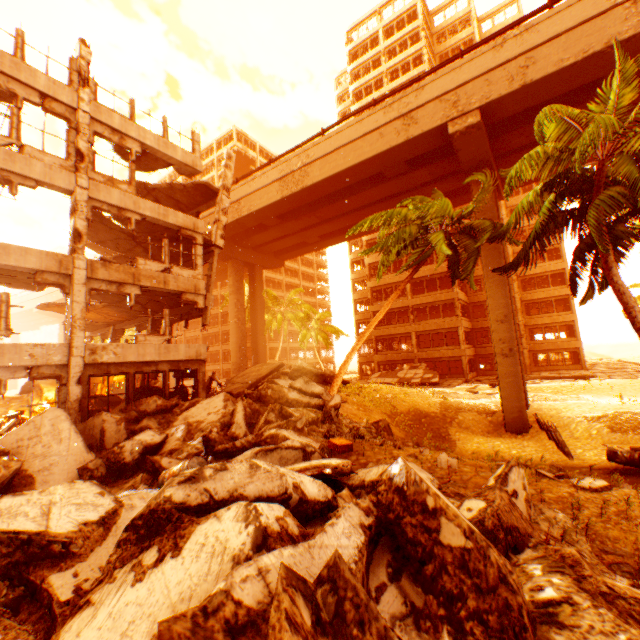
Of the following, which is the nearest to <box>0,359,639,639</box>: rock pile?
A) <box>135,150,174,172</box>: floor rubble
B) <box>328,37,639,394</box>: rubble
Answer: <box>328,37,639,394</box>: rubble

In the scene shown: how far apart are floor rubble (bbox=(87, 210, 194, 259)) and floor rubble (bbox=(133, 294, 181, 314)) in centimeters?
249cm

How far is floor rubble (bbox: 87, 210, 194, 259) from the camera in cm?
1447

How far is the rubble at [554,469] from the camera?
5.9 meters

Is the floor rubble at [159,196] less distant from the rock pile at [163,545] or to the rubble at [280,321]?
the rock pile at [163,545]

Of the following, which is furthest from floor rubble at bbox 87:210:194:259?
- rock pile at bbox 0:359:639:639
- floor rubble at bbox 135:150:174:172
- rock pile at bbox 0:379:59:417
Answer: rock pile at bbox 0:379:59:417

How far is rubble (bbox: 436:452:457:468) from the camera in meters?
6.4 m

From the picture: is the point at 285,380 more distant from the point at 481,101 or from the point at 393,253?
the point at 481,101
